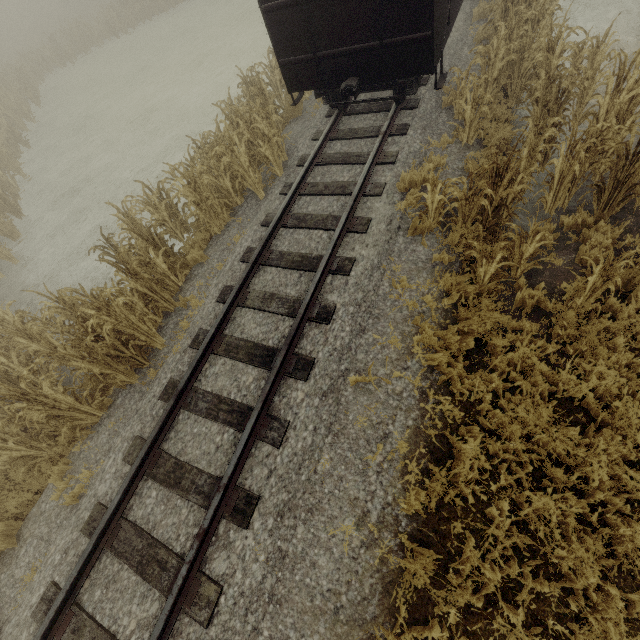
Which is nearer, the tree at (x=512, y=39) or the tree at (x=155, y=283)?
the tree at (x=512, y=39)

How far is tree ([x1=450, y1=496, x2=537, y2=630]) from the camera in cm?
348

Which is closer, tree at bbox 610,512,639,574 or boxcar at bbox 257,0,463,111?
tree at bbox 610,512,639,574

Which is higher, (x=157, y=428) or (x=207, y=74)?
(x=157, y=428)

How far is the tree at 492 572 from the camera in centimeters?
348cm

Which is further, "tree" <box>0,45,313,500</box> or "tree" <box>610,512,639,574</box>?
"tree" <box>0,45,313,500</box>
